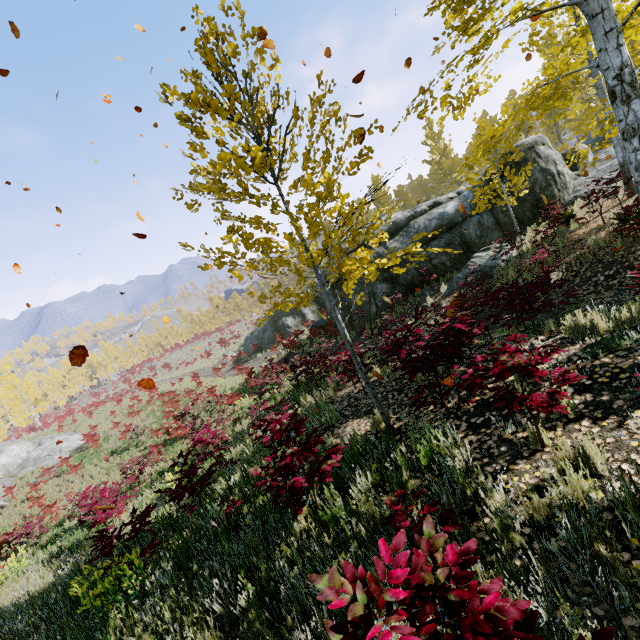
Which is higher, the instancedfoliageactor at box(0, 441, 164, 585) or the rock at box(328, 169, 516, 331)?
the rock at box(328, 169, 516, 331)

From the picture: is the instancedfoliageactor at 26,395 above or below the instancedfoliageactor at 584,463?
above

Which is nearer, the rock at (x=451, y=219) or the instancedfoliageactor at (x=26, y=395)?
the rock at (x=451, y=219)

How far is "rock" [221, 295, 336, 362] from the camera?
27.7 meters

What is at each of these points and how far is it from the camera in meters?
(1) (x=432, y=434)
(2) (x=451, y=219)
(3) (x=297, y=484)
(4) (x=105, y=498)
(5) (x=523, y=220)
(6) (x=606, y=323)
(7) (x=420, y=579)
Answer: (1) instancedfoliageactor, 4.3
(2) rock, 15.5
(3) instancedfoliageactor, 3.2
(4) instancedfoliageactor, 8.0
(5) rock, 14.7
(6) instancedfoliageactor, 5.0
(7) instancedfoliageactor, 1.3

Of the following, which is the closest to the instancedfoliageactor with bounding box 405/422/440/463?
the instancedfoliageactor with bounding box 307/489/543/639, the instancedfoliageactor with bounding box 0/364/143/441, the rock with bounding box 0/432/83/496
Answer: the instancedfoliageactor with bounding box 0/364/143/441

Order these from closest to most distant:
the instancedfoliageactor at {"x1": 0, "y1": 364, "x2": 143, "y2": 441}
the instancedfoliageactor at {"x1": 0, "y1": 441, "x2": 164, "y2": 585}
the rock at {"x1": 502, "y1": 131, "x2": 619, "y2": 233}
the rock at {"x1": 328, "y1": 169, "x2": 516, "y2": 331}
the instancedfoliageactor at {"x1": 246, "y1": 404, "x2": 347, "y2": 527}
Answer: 1. the instancedfoliageactor at {"x1": 246, "y1": 404, "x2": 347, "y2": 527}
2. the instancedfoliageactor at {"x1": 0, "y1": 441, "x2": 164, "y2": 585}
3. the rock at {"x1": 502, "y1": 131, "x2": 619, "y2": 233}
4. the rock at {"x1": 328, "y1": 169, "x2": 516, "y2": 331}
5. the instancedfoliageactor at {"x1": 0, "y1": 364, "x2": 143, "y2": 441}

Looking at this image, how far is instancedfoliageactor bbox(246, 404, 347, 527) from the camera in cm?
332
